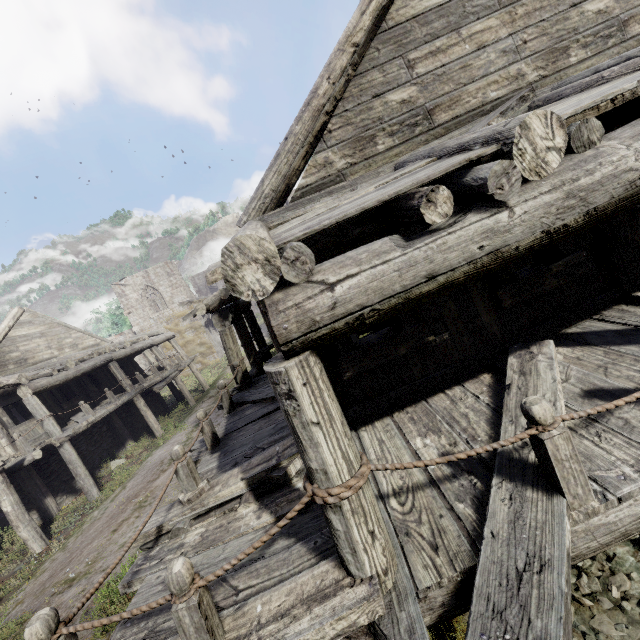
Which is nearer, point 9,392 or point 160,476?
point 160,476
